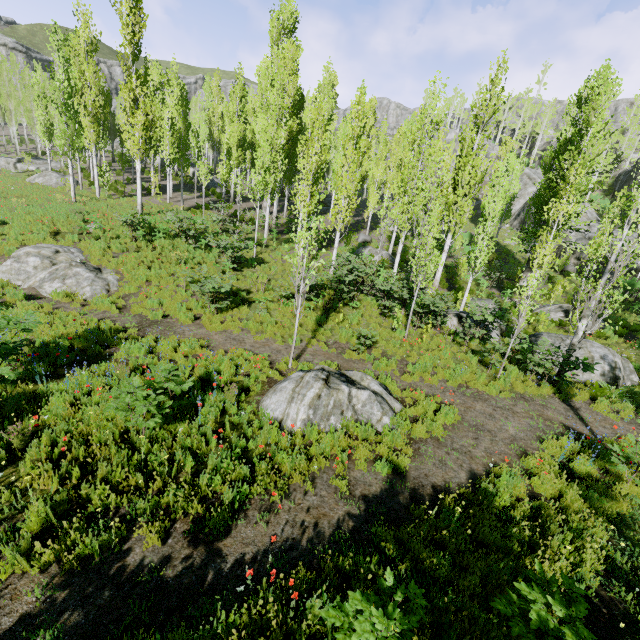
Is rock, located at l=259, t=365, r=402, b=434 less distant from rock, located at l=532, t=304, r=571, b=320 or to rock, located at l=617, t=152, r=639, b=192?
rock, located at l=532, t=304, r=571, b=320

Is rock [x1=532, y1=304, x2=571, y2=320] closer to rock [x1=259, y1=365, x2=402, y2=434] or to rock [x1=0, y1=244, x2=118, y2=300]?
rock [x1=259, y1=365, x2=402, y2=434]

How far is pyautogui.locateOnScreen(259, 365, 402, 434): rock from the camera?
7.2 meters

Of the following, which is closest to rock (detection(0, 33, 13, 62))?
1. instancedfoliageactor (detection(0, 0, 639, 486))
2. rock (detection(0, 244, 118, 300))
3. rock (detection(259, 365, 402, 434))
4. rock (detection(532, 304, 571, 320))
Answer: instancedfoliageactor (detection(0, 0, 639, 486))

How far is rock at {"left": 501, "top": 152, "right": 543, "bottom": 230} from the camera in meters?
40.8 m

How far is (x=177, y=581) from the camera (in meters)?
3.98

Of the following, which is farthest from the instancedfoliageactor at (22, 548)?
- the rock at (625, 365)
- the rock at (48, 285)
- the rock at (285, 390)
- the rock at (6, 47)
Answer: the rock at (48, 285)

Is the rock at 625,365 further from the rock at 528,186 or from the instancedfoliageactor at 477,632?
the rock at 528,186
